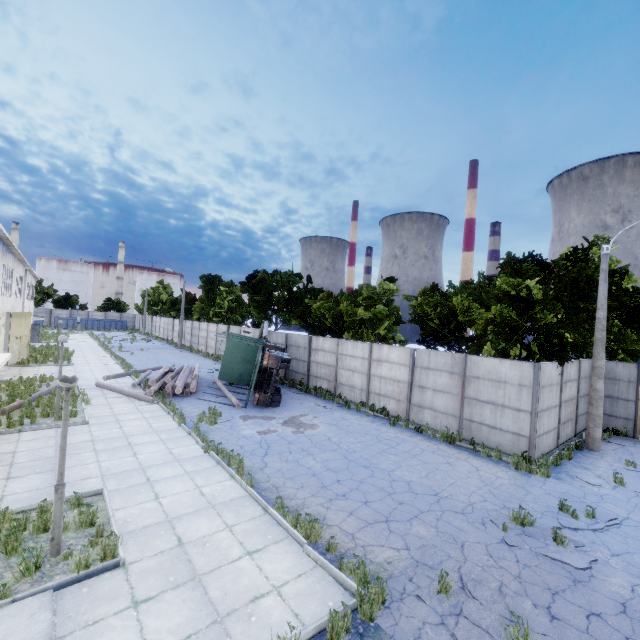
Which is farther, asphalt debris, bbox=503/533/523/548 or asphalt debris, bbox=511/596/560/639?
asphalt debris, bbox=503/533/523/548

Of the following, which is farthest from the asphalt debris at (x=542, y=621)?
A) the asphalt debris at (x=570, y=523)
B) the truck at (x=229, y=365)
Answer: the truck at (x=229, y=365)

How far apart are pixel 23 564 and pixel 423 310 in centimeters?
1969cm

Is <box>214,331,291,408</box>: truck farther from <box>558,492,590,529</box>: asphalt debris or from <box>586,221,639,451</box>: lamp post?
<box>586,221,639,451</box>: lamp post

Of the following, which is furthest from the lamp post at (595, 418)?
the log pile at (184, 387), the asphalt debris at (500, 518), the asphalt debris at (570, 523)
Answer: the log pile at (184, 387)

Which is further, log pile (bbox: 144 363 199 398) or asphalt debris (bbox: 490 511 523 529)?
log pile (bbox: 144 363 199 398)

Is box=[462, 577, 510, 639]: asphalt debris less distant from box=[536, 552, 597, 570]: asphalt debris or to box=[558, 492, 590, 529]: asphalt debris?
box=[536, 552, 597, 570]: asphalt debris

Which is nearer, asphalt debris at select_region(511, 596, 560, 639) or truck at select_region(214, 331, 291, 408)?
asphalt debris at select_region(511, 596, 560, 639)
